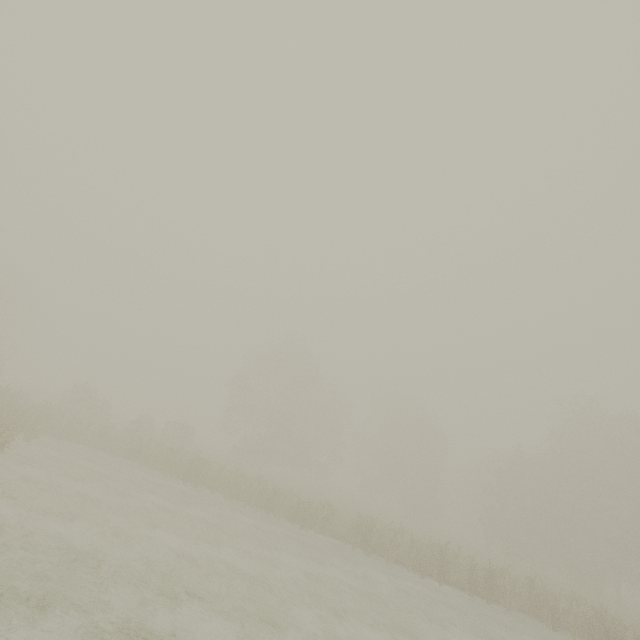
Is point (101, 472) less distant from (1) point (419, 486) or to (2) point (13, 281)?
(2) point (13, 281)
